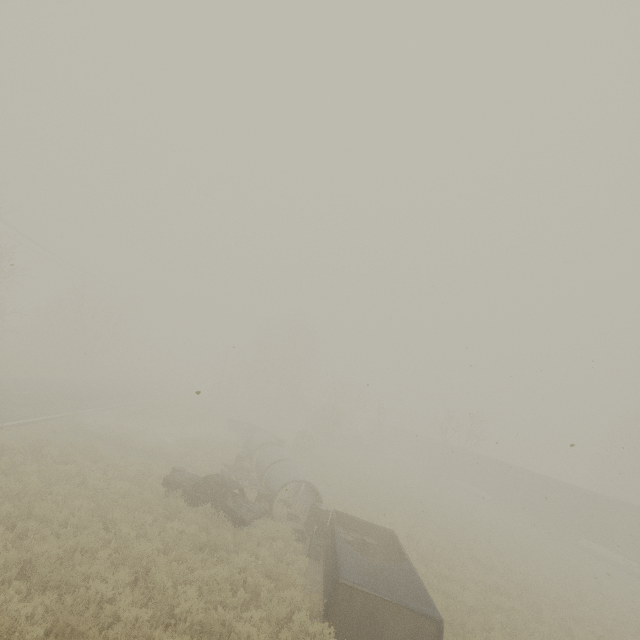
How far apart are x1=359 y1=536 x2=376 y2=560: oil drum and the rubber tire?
7.14m

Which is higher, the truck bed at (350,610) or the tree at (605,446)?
the tree at (605,446)

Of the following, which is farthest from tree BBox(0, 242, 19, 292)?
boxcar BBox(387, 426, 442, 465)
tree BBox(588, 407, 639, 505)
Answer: tree BBox(588, 407, 639, 505)

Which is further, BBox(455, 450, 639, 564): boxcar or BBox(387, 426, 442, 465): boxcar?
BBox(387, 426, 442, 465): boxcar

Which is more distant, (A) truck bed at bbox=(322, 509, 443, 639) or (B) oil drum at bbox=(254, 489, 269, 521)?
(B) oil drum at bbox=(254, 489, 269, 521)

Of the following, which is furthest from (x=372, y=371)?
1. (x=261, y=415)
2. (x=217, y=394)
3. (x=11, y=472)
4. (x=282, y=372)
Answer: (x=282, y=372)

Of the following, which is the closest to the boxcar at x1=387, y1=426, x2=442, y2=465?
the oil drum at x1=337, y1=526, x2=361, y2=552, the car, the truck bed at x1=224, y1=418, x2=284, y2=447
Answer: the truck bed at x1=224, y1=418, x2=284, y2=447

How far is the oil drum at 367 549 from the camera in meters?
13.2 m
